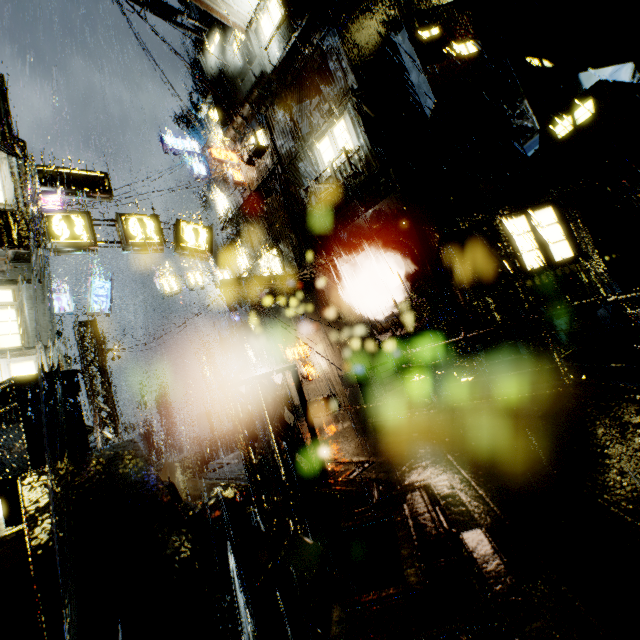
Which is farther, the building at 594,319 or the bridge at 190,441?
the bridge at 190,441

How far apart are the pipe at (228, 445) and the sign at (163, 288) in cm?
977

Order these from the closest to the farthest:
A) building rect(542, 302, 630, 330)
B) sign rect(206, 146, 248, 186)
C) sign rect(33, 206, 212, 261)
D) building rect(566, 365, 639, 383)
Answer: building rect(566, 365, 639, 383) → sign rect(33, 206, 212, 261) → building rect(542, 302, 630, 330) → sign rect(206, 146, 248, 186)

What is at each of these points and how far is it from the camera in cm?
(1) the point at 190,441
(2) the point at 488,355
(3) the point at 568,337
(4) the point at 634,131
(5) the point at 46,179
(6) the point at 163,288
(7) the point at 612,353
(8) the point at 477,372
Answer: (1) bridge, 2166
(2) building, 1267
(3) building, 1222
(4) building, 1177
(5) sign, 1048
(6) sign, 2164
(7) building, 1181
(8) building, 1256

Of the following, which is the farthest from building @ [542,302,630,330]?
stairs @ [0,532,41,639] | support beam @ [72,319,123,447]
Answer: stairs @ [0,532,41,639]

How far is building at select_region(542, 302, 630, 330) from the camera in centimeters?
1188cm

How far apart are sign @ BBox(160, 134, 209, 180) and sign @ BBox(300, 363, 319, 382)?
17.77m
